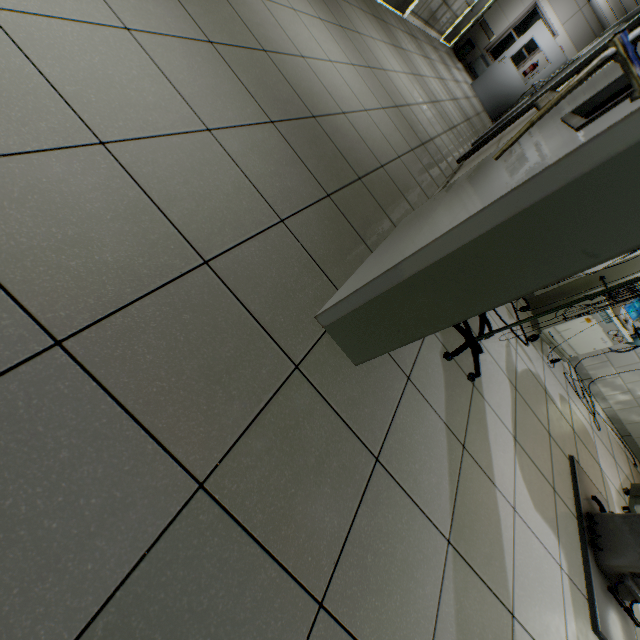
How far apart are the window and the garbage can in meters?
0.6

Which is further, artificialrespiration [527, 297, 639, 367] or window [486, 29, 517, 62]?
window [486, 29, 517, 62]

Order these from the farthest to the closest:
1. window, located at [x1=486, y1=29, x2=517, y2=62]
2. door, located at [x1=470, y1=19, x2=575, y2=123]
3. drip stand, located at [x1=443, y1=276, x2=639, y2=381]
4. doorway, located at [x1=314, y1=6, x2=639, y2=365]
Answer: window, located at [x1=486, y1=29, x2=517, y2=62], door, located at [x1=470, y1=19, x2=575, y2=123], drip stand, located at [x1=443, y1=276, x2=639, y2=381], doorway, located at [x1=314, y1=6, x2=639, y2=365]

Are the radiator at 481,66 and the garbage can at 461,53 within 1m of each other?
yes

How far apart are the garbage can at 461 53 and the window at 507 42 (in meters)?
0.63

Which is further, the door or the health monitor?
the door

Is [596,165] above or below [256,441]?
above

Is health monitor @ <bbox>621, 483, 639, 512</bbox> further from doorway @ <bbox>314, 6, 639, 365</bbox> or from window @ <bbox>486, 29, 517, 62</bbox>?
window @ <bbox>486, 29, 517, 62</bbox>
